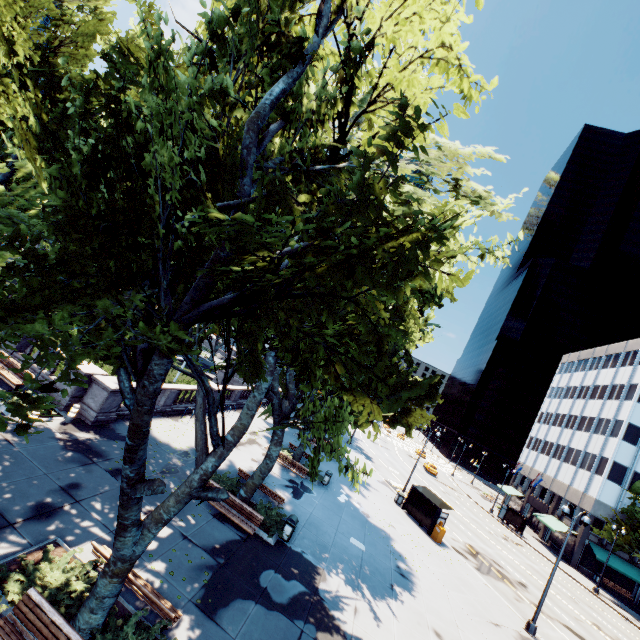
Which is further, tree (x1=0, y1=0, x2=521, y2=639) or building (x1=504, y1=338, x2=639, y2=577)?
building (x1=504, y1=338, x2=639, y2=577)

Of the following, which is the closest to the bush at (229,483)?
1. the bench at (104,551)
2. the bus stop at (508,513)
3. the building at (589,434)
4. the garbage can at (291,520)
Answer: the garbage can at (291,520)

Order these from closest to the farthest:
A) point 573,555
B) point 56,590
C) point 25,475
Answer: point 56,590
point 25,475
point 573,555

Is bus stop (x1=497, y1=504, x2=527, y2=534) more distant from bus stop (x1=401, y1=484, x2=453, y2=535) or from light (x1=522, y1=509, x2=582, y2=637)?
light (x1=522, y1=509, x2=582, y2=637)

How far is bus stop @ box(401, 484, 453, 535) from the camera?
25.2 meters

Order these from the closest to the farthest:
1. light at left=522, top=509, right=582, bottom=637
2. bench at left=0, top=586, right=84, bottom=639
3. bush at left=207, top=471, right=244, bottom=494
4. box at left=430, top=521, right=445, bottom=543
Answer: bench at left=0, top=586, right=84, bottom=639
bush at left=207, top=471, right=244, bottom=494
light at left=522, top=509, right=582, bottom=637
box at left=430, top=521, right=445, bottom=543

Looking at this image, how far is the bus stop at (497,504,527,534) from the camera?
43.5 meters

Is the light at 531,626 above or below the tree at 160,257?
below
